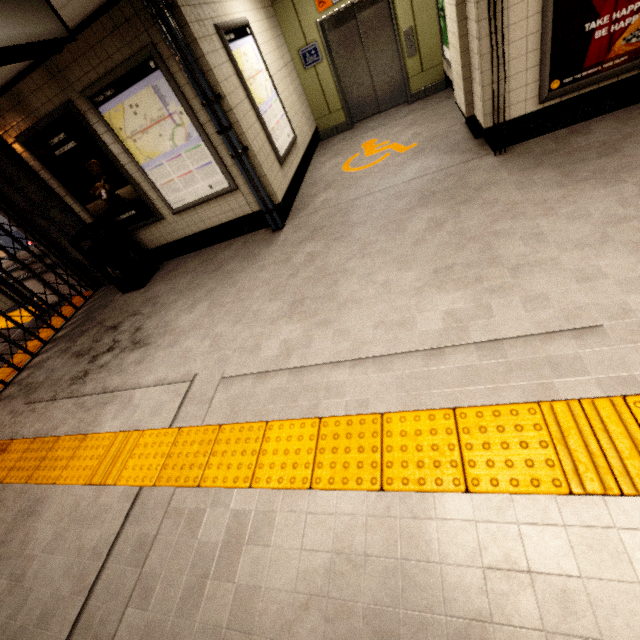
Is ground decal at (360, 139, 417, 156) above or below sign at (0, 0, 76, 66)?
below

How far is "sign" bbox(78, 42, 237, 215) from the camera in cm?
389

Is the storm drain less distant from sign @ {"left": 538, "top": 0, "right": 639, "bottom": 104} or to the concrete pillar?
the concrete pillar

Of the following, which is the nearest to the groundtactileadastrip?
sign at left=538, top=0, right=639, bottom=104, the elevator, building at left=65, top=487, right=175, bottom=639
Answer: building at left=65, top=487, right=175, bottom=639

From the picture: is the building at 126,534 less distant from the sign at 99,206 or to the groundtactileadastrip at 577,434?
the groundtactileadastrip at 577,434

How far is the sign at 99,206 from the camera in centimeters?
444cm

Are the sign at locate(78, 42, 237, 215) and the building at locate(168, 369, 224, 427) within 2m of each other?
no

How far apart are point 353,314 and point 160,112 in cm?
374
